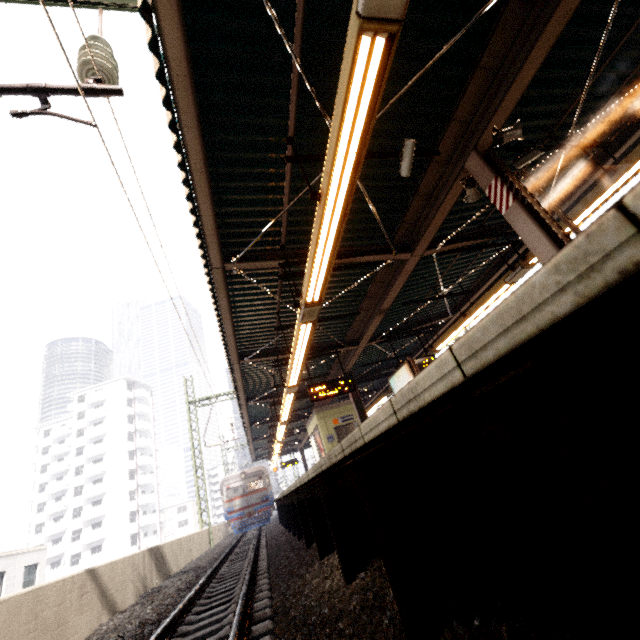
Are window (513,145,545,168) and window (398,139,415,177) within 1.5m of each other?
no

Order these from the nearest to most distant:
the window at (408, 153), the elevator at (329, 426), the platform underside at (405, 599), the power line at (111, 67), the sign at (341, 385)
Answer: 1. the platform underside at (405, 599)
2. the power line at (111, 67)
3. the window at (408, 153)
4. the sign at (341, 385)
5. the elevator at (329, 426)

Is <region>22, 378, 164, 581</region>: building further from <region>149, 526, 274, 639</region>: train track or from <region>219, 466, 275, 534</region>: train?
<region>149, 526, 274, 639</region>: train track

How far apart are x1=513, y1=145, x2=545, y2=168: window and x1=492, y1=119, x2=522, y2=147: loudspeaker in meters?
0.7 m

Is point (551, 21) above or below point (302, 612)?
above

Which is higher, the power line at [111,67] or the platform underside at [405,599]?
the power line at [111,67]

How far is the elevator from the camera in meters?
14.4

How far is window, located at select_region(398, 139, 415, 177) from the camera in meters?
4.6 m
